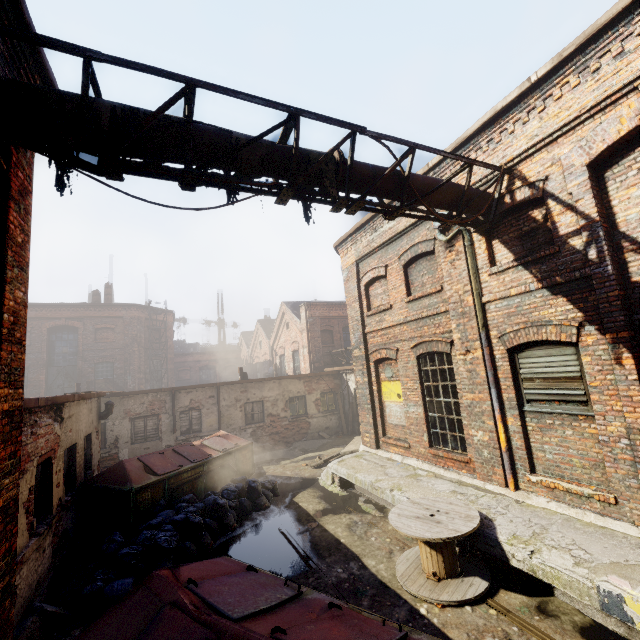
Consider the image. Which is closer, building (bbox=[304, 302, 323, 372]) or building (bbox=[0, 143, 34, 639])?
building (bbox=[0, 143, 34, 639])

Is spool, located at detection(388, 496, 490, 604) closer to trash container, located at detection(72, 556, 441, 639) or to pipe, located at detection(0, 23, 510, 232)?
trash container, located at detection(72, 556, 441, 639)

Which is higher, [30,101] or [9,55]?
[9,55]

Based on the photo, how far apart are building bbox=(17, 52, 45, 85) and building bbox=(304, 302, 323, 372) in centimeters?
1706cm

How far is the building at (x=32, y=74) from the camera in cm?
389

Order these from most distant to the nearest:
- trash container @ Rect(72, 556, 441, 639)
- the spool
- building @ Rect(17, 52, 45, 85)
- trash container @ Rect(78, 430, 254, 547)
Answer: trash container @ Rect(78, 430, 254, 547) < the spool < building @ Rect(17, 52, 45, 85) < trash container @ Rect(72, 556, 441, 639)

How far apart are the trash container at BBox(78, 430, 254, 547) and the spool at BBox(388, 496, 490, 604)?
5.70m

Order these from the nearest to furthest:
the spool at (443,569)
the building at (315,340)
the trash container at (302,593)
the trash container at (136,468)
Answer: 1. the trash container at (302,593)
2. the spool at (443,569)
3. the trash container at (136,468)
4. the building at (315,340)
